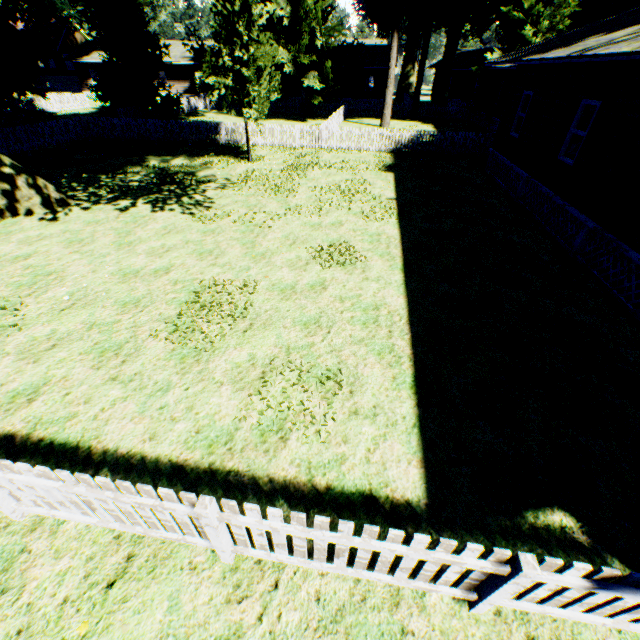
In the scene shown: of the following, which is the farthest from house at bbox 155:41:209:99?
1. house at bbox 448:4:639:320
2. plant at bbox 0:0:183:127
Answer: house at bbox 448:4:639:320

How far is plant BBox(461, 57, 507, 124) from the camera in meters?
A: 26.9

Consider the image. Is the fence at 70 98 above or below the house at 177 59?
below

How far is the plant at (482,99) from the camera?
26.9m

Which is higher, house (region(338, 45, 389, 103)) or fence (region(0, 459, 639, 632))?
house (region(338, 45, 389, 103))

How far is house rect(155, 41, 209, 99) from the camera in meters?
40.5

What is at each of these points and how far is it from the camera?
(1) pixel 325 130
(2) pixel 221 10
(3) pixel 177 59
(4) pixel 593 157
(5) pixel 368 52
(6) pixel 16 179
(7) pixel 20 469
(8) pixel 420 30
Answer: (1) fence, 20.1m
(2) plant, 13.9m
(3) house, 40.4m
(4) house, 8.7m
(5) house, 41.9m
(6) plant, 10.6m
(7) fence, 2.9m
(8) plant, 31.2m
